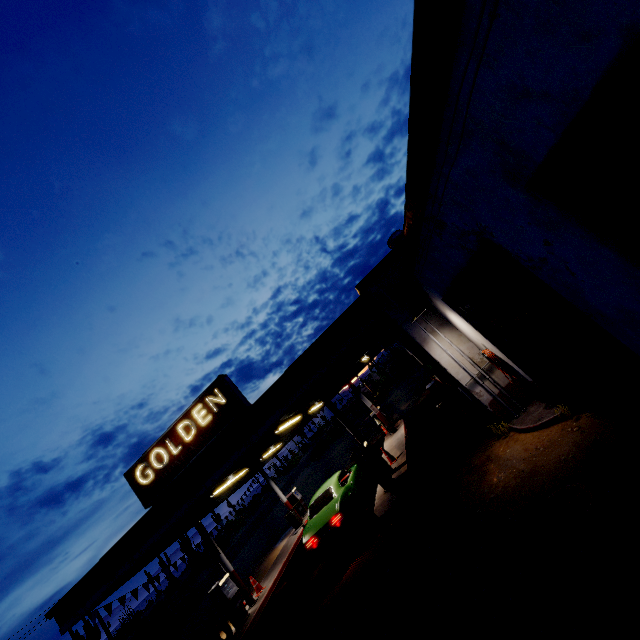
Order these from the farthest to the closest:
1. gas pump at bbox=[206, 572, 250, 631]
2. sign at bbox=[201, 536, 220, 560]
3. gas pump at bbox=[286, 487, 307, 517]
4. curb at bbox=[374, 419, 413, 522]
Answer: gas pump at bbox=[286, 487, 307, 517], sign at bbox=[201, 536, 220, 560], gas pump at bbox=[206, 572, 250, 631], curb at bbox=[374, 419, 413, 522]

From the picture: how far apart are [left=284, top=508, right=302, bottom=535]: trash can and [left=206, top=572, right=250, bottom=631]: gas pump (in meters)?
5.30

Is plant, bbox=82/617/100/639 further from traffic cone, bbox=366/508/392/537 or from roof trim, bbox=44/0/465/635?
traffic cone, bbox=366/508/392/537

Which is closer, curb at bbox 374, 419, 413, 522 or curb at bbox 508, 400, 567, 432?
curb at bbox 508, 400, 567, 432

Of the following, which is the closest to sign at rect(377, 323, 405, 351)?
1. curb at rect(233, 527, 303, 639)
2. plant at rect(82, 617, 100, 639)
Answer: curb at rect(233, 527, 303, 639)

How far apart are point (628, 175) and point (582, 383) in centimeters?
418cm

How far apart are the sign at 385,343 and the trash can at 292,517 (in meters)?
13.10

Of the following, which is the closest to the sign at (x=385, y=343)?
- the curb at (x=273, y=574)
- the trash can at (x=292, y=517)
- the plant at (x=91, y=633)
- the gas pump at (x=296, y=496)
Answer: the curb at (x=273, y=574)
